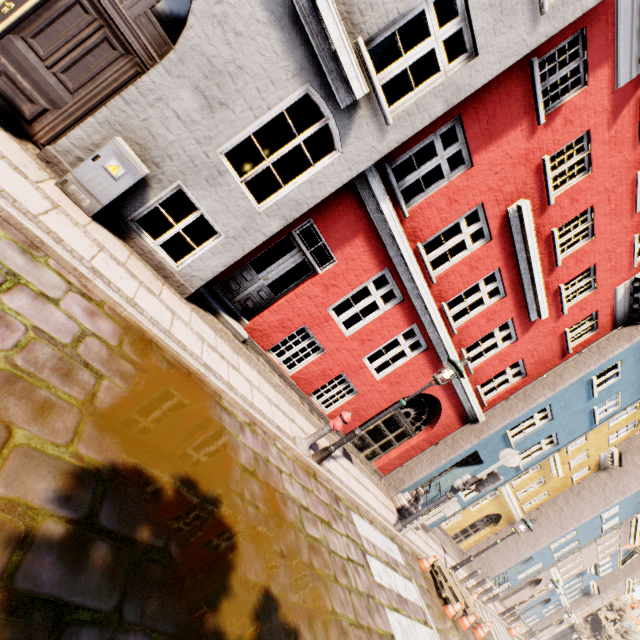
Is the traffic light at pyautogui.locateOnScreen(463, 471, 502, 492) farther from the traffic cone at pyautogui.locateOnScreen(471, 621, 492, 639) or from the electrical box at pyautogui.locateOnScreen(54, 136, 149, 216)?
the electrical box at pyautogui.locateOnScreen(54, 136, 149, 216)

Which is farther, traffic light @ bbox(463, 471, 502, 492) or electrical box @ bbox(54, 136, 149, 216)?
traffic light @ bbox(463, 471, 502, 492)

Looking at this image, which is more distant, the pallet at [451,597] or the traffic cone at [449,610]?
the pallet at [451,597]

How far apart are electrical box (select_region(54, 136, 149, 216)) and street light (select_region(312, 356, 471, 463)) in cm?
587

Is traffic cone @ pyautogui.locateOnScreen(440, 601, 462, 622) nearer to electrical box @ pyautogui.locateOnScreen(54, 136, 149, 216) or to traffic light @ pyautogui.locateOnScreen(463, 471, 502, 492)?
traffic light @ pyautogui.locateOnScreen(463, 471, 502, 492)

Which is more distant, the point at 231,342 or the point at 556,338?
the point at 556,338

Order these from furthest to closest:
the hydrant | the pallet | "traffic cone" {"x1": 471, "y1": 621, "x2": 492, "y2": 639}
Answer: "traffic cone" {"x1": 471, "y1": 621, "x2": 492, "y2": 639} < the pallet < the hydrant

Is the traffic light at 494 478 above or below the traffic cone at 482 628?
above
